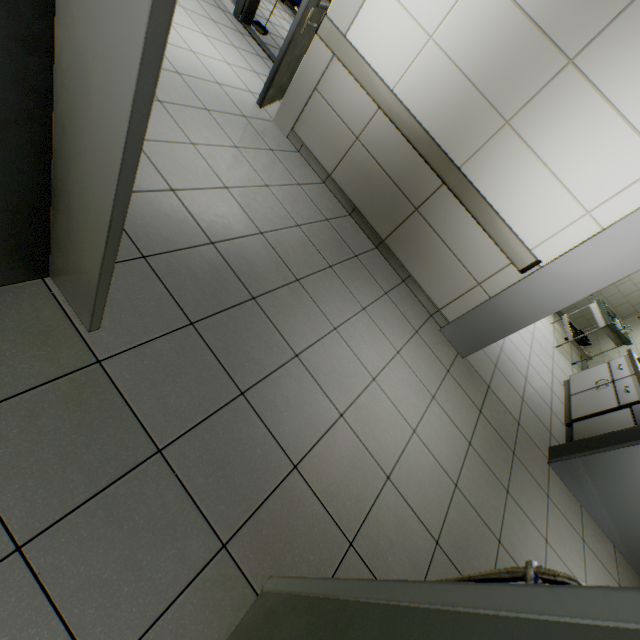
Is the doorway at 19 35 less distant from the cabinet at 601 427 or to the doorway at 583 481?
the doorway at 583 481

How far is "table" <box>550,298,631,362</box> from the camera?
5.2m

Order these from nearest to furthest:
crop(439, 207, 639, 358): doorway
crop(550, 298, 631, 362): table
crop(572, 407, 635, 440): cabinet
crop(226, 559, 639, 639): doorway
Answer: crop(226, 559, 639, 639): doorway → crop(439, 207, 639, 358): doorway → crop(572, 407, 635, 440): cabinet → crop(550, 298, 631, 362): table

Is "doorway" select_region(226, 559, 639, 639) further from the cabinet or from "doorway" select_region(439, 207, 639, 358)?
the cabinet

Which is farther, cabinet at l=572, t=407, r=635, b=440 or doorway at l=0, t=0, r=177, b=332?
cabinet at l=572, t=407, r=635, b=440

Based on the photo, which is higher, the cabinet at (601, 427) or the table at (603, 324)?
the table at (603, 324)

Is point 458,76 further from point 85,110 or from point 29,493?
point 29,493

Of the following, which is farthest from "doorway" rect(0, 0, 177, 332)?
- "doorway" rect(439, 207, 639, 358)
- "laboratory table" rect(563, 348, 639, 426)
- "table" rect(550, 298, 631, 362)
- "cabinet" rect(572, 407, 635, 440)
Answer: "table" rect(550, 298, 631, 362)
